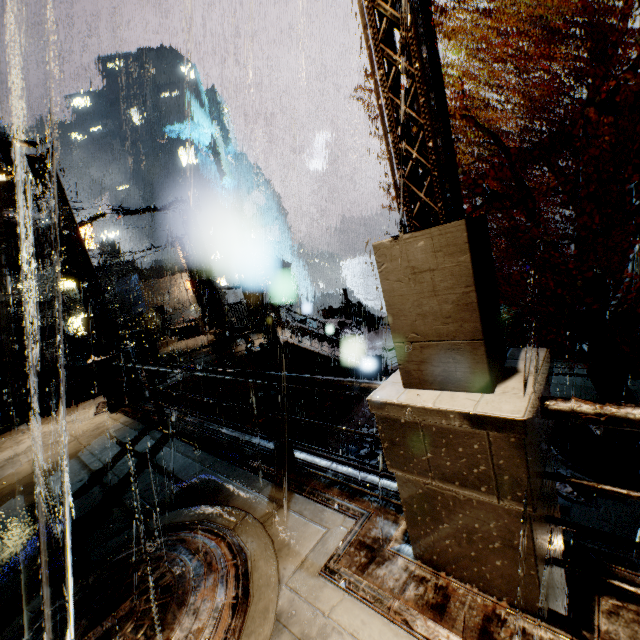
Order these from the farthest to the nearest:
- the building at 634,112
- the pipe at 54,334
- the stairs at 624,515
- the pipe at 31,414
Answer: the pipe at 54,334 < the pipe at 31,414 < the building at 634,112 < the stairs at 624,515

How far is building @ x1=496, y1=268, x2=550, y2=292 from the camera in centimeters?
2078cm

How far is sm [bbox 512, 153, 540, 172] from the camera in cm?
1503

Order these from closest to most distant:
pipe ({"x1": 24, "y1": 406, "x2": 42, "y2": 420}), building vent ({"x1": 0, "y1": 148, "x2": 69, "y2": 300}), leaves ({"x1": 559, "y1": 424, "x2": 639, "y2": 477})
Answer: leaves ({"x1": 559, "y1": 424, "x2": 639, "y2": 477})
pipe ({"x1": 24, "y1": 406, "x2": 42, "y2": 420})
building vent ({"x1": 0, "y1": 148, "x2": 69, "y2": 300})

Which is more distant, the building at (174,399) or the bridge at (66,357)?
the bridge at (66,357)

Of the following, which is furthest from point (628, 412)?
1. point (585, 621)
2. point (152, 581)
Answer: point (152, 581)

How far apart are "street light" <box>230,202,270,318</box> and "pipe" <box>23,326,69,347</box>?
11.75m

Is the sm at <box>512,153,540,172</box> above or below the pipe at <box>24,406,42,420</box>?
above
